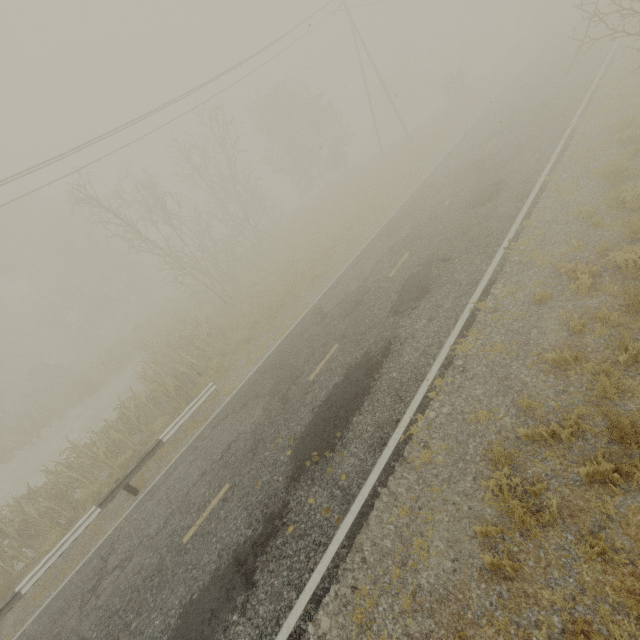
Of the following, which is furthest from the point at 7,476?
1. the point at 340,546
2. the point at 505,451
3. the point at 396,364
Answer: the point at 505,451
